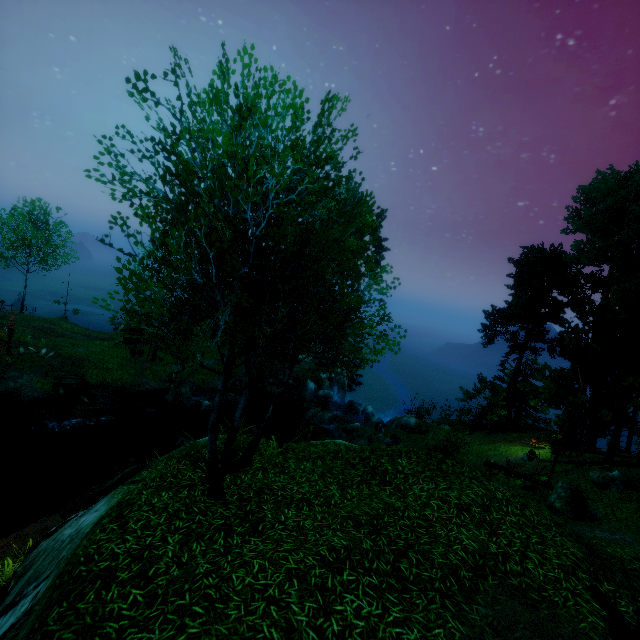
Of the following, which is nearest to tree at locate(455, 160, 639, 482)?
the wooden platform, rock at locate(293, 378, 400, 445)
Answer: the wooden platform

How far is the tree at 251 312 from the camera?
4.7 meters

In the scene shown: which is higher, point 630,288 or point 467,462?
point 630,288

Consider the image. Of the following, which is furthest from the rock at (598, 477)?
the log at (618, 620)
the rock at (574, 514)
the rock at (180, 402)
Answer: the rock at (180, 402)

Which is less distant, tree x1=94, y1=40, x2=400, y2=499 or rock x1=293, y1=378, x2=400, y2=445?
tree x1=94, y1=40, x2=400, y2=499

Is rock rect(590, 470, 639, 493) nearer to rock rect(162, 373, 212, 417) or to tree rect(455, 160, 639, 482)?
tree rect(455, 160, 639, 482)

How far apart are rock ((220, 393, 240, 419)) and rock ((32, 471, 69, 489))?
10.3 meters

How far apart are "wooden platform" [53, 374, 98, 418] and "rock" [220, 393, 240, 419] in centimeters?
818cm
